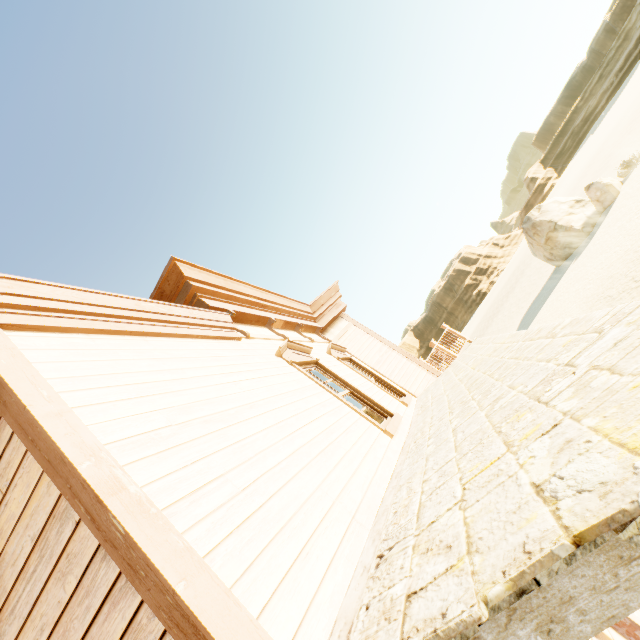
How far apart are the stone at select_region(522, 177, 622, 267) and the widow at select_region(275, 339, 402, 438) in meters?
23.6 m

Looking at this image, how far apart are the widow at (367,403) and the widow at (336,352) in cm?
112

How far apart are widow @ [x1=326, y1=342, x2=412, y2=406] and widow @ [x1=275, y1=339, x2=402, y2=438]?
1.12m

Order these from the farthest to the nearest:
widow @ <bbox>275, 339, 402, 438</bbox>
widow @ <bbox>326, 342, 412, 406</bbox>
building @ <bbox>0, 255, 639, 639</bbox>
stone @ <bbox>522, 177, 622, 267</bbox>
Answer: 1. stone @ <bbox>522, 177, 622, 267</bbox>
2. widow @ <bbox>326, 342, 412, 406</bbox>
3. widow @ <bbox>275, 339, 402, 438</bbox>
4. building @ <bbox>0, 255, 639, 639</bbox>

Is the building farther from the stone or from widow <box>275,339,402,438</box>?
the stone

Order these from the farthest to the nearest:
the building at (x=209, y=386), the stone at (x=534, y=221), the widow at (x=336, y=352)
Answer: the stone at (x=534, y=221) → the widow at (x=336, y=352) → the building at (x=209, y=386)

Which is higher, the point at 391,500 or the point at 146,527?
the point at 146,527

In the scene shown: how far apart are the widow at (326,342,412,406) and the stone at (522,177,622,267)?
21.5m
